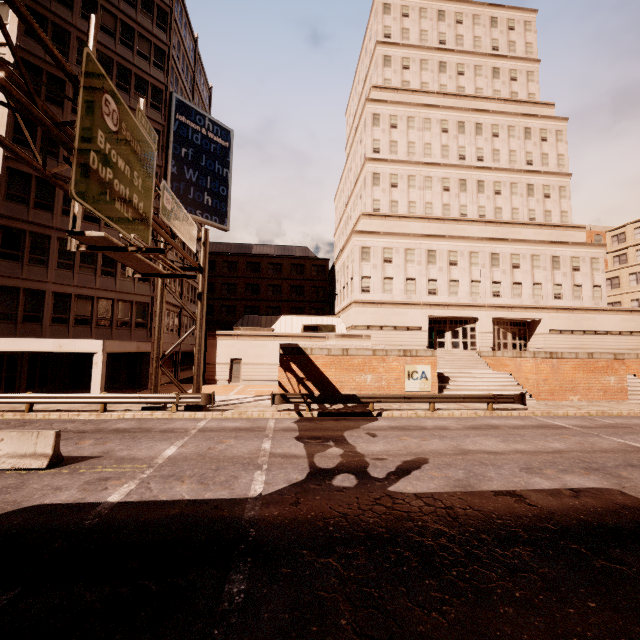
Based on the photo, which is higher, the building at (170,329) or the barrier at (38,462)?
the building at (170,329)

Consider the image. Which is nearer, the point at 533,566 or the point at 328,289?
the point at 533,566

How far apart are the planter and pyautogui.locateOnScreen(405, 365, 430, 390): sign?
2.55m

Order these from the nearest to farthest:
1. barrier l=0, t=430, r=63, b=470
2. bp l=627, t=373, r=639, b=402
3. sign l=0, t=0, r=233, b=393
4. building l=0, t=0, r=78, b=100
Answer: sign l=0, t=0, r=233, b=393, barrier l=0, t=430, r=63, b=470, building l=0, t=0, r=78, b=100, bp l=627, t=373, r=639, b=402

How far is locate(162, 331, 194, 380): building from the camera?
31.40m

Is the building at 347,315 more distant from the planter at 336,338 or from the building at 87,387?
the planter at 336,338

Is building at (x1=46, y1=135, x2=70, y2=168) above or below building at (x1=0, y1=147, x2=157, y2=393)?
above
